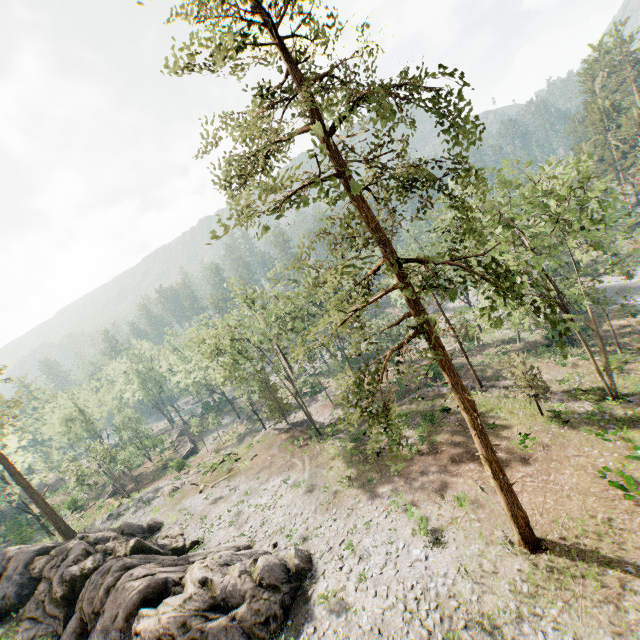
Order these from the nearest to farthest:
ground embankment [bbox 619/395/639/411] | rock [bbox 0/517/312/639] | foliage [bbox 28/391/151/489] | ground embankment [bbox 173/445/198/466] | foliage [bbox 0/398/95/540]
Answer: rock [bbox 0/517/312/639] → ground embankment [bbox 619/395/639/411] → foliage [bbox 0/398/95/540] → foliage [bbox 28/391/151/489] → ground embankment [bbox 173/445/198/466]

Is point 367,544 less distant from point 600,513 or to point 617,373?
point 600,513

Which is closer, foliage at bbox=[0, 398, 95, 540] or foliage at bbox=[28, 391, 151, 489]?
foliage at bbox=[0, 398, 95, 540]

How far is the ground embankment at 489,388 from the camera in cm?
2871

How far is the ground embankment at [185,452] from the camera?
47.4 meters

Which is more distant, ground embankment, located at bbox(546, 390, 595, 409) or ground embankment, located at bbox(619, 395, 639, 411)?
ground embankment, located at bbox(546, 390, 595, 409)

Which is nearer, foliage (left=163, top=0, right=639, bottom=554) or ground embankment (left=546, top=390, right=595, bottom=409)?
foliage (left=163, top=0, right=639, bottom=554)

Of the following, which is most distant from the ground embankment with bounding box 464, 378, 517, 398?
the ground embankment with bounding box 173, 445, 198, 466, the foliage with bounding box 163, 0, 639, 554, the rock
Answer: the ground embankment with bounding box 173, 445, 198, 466
